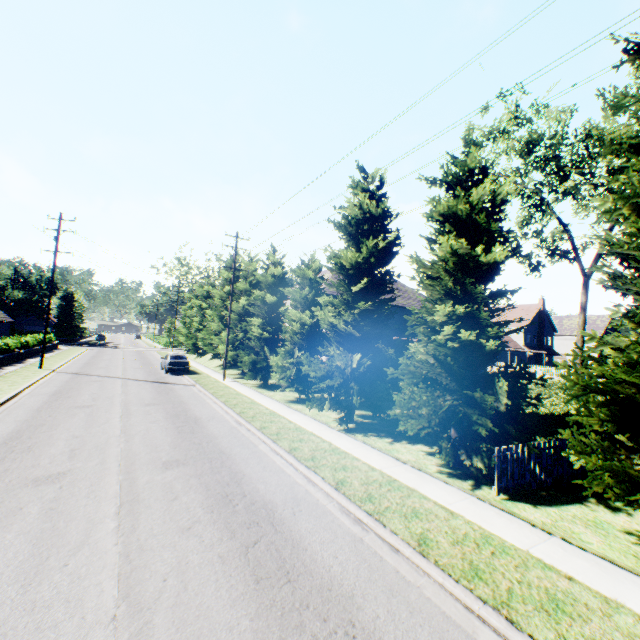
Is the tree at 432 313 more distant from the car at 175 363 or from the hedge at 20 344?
the hedge at 20 344

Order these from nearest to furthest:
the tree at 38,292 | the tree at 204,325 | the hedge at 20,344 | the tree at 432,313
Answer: the tree at 432,313 → the hedge at 20,344 → the tree at 204,325 → the tree at 38,292

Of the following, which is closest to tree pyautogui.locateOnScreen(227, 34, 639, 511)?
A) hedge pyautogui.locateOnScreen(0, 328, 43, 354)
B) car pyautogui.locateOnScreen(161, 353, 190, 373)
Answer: car pyautogui.locateOnScreen(161, 353, 190, 373)

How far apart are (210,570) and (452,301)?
9.2m

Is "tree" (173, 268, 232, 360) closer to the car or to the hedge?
the car

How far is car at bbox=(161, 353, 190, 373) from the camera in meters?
26.8

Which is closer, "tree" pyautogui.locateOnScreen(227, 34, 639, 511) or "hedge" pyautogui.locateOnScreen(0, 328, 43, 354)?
"tree" pyautogui.locateOnScreen(227, 34, 639, 511)
